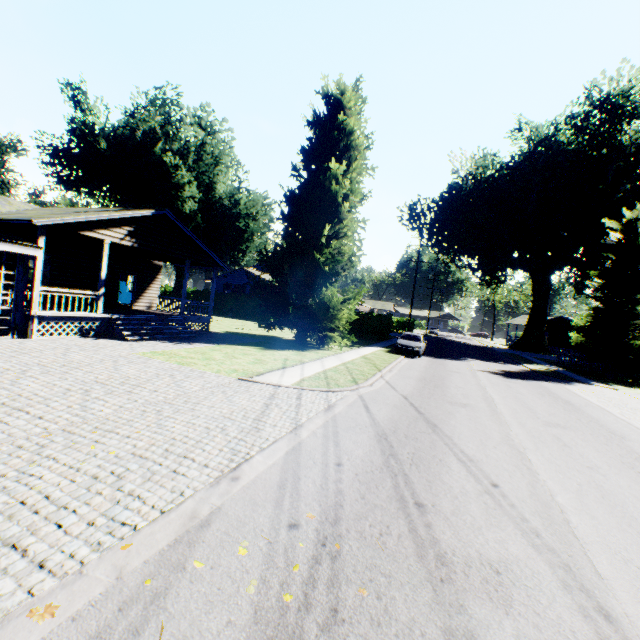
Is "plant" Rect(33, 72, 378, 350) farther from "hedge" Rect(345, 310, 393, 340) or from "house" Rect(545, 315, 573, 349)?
"house" Rect(545, 315, 573, 349)

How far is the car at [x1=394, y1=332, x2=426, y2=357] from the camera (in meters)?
22.31

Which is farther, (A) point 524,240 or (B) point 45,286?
(A) point 524,240

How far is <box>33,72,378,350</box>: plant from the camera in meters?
20.5

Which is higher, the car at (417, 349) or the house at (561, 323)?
the house at (561, 323)

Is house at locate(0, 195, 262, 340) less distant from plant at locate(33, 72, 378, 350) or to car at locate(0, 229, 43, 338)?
car at locate(0, 229, 43, 338)

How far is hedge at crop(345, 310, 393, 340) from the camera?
34.7m

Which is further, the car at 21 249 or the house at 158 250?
the house at 158 250
